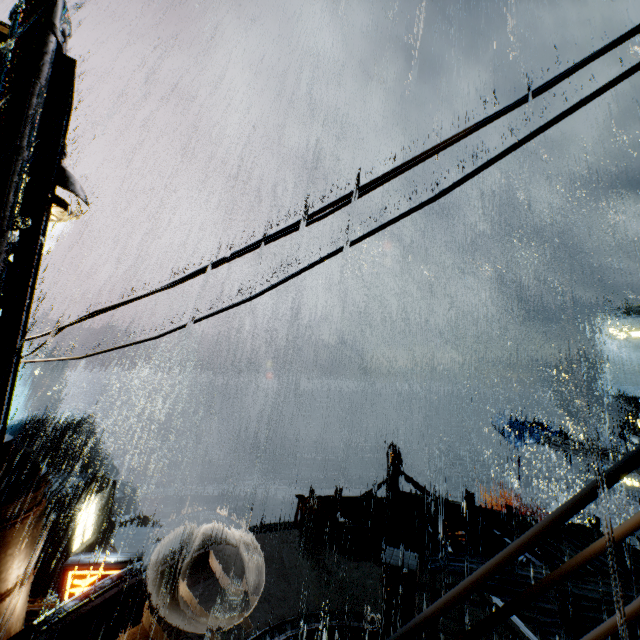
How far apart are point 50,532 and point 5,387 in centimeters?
3183cm

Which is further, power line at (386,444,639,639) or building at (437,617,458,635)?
building at (437,617,458,635)

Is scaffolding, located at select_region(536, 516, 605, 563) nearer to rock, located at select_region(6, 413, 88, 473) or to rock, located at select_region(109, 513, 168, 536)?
rock, located at select_region(109, 513, 168, 536)

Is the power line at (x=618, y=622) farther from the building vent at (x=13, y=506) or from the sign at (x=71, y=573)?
the sign at (x=71, y=573)

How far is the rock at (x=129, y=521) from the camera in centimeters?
4400cm

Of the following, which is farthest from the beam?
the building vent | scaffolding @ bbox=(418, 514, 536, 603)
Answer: the building vent

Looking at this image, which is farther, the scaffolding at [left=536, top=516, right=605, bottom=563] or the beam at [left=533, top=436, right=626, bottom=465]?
the beam at [left=533, top=436, right=626, bottom=465]

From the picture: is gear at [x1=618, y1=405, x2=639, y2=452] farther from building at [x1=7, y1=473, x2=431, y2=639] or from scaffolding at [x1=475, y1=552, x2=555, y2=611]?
scaffolding at [x1=475, y1=552, x2=555, y2=611]
